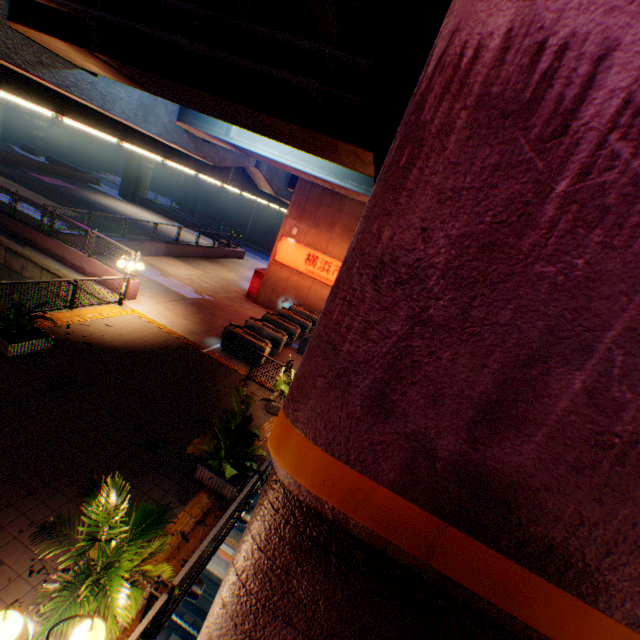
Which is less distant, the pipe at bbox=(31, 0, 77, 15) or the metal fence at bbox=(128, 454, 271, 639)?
the metal fence at bbox=(128, 454, 271, 639)

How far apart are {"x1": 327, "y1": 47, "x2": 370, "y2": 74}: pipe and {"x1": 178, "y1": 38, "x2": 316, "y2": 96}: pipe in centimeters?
32cm

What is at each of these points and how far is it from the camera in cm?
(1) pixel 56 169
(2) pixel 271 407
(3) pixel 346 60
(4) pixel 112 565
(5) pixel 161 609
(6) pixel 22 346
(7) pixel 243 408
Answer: (1) concrete block, 3581
(2) flower bed, 1055
(3) pipe, 515
(4) plants, 366
(5) metal fence, 419
(6) flower bed, 855
(7) plants, 743

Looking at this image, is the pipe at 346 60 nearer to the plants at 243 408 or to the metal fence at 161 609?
the metal fence at 161 609

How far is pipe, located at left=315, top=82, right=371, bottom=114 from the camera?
5.18m

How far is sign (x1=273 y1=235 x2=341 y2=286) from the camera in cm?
1927

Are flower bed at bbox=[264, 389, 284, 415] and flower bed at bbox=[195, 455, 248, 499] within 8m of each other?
yes

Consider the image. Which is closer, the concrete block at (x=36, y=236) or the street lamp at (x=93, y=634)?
the street lamp at (x=93, y=634)
